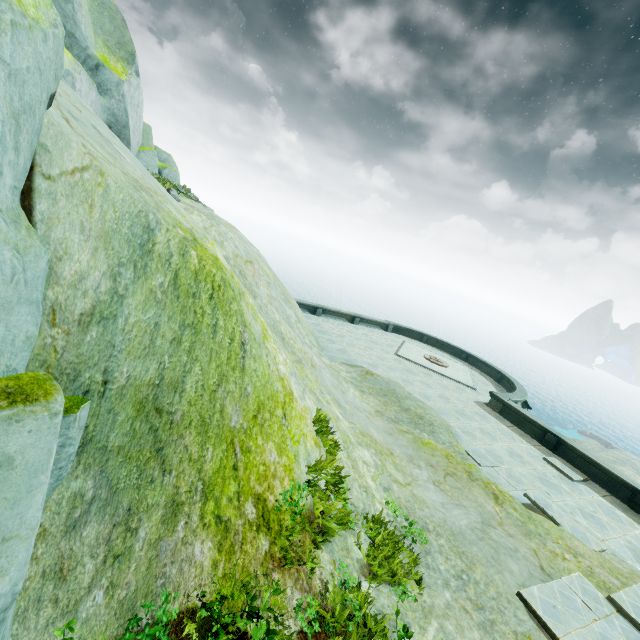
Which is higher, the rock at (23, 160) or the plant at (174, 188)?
the plant at (174, 188)

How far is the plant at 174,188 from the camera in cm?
1311

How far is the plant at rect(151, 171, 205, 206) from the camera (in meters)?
13.11

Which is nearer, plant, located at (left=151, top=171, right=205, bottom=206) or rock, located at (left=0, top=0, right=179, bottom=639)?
rock, located at (left=0, top=0, right=179, bottom=639)

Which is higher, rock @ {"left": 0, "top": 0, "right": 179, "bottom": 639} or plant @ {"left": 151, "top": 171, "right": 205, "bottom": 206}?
plant @ {"left": 151, "top": 171, "right": 205, "bottom": 206}

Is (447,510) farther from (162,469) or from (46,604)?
(46,604)
